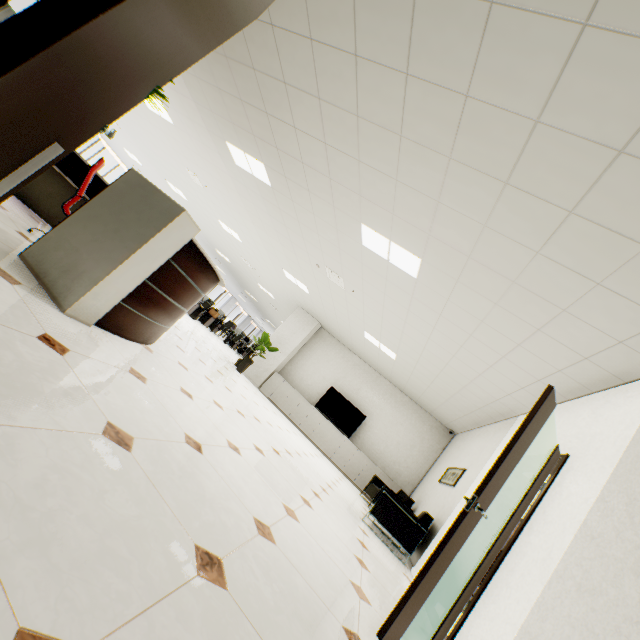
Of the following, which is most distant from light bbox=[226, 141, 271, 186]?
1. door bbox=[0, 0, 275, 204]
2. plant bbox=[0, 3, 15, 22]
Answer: plant bbox=[0, 3, 15, 22]

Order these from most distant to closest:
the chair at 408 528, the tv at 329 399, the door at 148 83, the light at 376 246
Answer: the tv at 329 399 < the chair at 408 528 < the light at 376 246 < the door at 148 83

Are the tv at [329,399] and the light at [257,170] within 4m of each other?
no

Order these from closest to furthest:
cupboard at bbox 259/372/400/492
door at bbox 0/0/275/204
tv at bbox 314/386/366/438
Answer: door at bbox 0/0/275/204 → cupboard at bbox 259/372/400/492 → tv at bbox 314/386/366/438

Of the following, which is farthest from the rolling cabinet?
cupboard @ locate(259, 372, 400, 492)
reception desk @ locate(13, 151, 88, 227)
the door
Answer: cupboard @ locate(259, 372, 400, 492)

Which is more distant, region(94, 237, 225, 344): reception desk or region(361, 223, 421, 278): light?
region(361, 223, 421, 278): light

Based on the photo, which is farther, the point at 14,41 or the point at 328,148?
Answer: the point at 328,148

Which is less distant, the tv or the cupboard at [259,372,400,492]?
the cupboard at [259,372,400,492]
